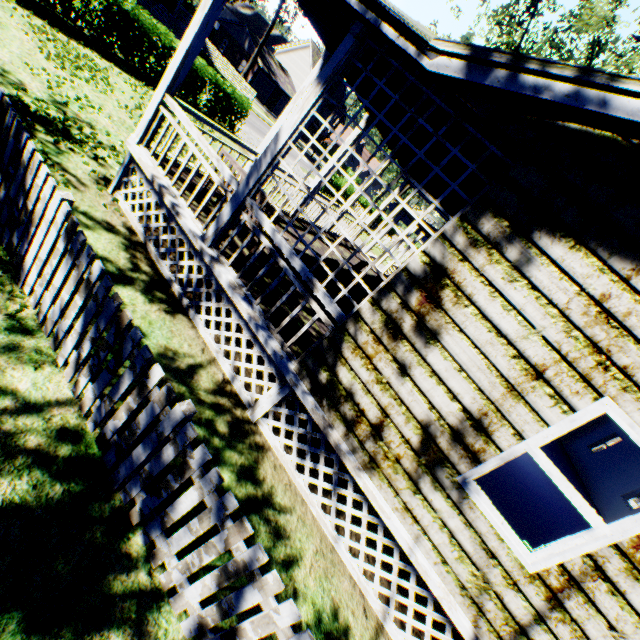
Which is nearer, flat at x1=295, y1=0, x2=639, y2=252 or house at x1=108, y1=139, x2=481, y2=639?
flat at x1=295, y1=0, x2=639, y2=252

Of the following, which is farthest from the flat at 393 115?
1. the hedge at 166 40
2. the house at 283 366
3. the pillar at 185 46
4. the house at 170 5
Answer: the house at 170 5

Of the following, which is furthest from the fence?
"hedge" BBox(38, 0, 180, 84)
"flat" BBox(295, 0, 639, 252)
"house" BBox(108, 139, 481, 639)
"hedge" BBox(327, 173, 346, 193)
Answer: "hedge" BBox(327, 173, 346, 193)

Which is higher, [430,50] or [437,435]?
[430,50]

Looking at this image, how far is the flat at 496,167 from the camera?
3.6m

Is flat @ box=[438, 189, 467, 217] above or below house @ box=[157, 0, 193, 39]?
above

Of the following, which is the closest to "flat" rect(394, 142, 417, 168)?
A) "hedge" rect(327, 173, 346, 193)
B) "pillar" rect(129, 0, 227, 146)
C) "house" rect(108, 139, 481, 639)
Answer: "pillar" rect(129, 0, 227, 146)

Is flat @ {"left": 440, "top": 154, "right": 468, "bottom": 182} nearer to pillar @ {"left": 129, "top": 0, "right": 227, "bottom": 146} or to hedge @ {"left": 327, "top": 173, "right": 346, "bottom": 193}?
pillar @ {"left": 129, "top": 0, "right": 227, "bottom": 146}
